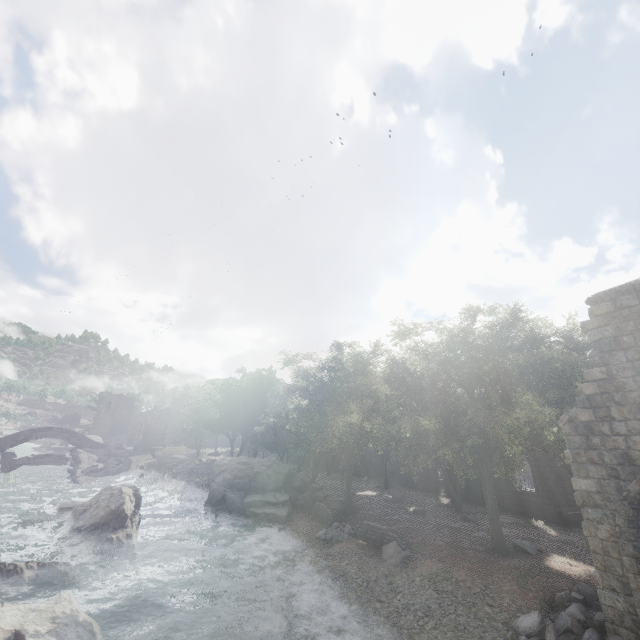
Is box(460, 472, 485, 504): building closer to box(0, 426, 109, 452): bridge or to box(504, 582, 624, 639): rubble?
box(504, 582, 624, 639): rubble

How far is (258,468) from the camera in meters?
27.6 m

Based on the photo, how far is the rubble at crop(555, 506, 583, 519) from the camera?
20.8 meters

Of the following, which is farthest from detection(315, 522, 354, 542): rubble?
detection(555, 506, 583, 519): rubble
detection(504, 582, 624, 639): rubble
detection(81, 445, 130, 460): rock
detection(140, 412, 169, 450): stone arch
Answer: detection(140, 412, 169, 450): stone arch

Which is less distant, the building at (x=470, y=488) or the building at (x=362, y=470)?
the building at (x=470, y=488)

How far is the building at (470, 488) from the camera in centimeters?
2739cm

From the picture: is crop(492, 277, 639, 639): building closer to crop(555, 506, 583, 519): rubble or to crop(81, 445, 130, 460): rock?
crop(555, 506, 583, 519): rubble

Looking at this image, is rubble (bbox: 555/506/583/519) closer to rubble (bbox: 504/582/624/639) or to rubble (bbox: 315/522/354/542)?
Answer: rubble (bbox: 504/582/624/639)
